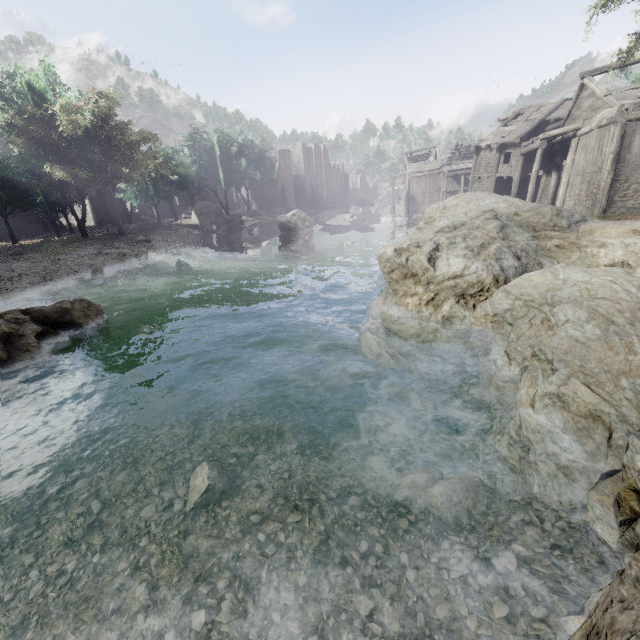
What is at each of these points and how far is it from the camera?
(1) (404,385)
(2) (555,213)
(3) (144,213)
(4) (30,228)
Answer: (1) rubble, 8.52m
(2) rock, 12.00m
(3) building, 50.00m
(4) building, 35.50m

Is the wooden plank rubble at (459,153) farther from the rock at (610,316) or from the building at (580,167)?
the rock at (610,316)

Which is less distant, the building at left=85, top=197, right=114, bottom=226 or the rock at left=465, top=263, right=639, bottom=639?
the rock at left=465, top=263, right=639, bottom=639

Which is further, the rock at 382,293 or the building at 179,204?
the building at 179,204

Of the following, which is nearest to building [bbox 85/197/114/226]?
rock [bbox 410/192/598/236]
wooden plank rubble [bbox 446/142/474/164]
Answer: wooden plank rubble [bbox 446/142/474/164]

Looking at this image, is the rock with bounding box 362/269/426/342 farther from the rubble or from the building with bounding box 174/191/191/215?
the building with bounding box 174/191/191/215

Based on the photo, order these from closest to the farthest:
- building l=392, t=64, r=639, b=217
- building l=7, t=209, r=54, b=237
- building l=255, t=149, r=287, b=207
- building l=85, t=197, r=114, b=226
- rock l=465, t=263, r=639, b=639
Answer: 1. rock l=465, t=263, r=639, b=639
2. building l=392, t=64, r=639, b=217
3. building l=7, t=209, r=54, b=237
4. building l=85, t=197, r=114, b=226
5. building l=255, t=149, r=287, b=207

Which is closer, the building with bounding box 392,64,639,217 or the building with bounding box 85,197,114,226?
the building with bounding box 392,64,639,217
